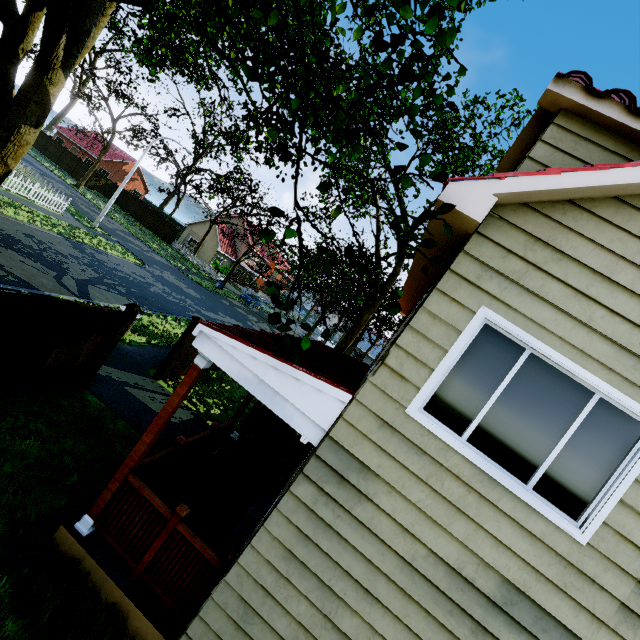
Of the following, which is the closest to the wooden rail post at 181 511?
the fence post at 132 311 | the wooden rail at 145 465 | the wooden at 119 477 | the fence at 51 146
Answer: the wooden rail at 145 465

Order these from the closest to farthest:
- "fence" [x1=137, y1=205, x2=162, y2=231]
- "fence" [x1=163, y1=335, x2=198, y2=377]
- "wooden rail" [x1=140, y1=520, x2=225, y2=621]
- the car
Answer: "wooden rail" [x1=140, y1=520, x2=225, y2=621]
"fence" [x1=163, y1=335, x2=198, y2=377]
the car
"fence" [x1=137, y1=205, x2=162, y2=231]

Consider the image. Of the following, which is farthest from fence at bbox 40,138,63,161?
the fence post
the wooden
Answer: the wooden

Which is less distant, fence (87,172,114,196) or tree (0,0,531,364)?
tree (0,0,531,364)

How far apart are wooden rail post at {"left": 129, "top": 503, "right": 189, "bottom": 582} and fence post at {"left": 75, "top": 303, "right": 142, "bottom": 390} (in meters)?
4.44

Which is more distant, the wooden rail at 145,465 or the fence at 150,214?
the fence at 150,214

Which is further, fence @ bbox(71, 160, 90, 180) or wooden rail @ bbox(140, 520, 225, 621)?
fence @ bbox(71, 160, 90, 180)

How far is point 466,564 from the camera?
3.2m
